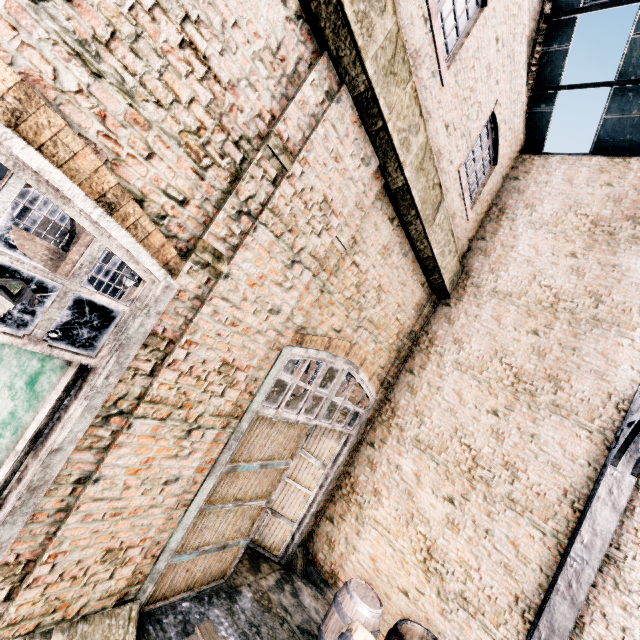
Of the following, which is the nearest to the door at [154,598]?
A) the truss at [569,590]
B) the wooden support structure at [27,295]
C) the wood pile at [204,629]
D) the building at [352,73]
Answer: the building at [352,73]

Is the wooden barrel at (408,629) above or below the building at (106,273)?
→ below

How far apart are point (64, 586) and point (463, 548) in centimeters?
714cm

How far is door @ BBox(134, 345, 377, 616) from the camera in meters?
5.1

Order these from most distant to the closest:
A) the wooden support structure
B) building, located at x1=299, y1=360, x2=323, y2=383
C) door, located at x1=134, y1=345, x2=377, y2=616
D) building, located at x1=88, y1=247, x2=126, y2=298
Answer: building, located at x1=299, y1=360, x2=323, y2=383
building, located at x1=88, y1=247, x2=126, y2=298
the wooden support structure
door, located at x1=134, y1=345, x2=377, y2=616

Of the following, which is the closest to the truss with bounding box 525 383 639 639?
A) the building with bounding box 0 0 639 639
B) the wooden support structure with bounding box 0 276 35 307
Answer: the building with bounding box 0 0 639 639

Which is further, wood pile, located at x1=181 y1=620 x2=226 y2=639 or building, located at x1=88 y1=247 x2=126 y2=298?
building, located at x1=88 y1=247 x2=126 y2=298

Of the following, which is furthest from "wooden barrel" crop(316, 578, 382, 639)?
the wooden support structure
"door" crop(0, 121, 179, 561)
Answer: the wooden support structure
